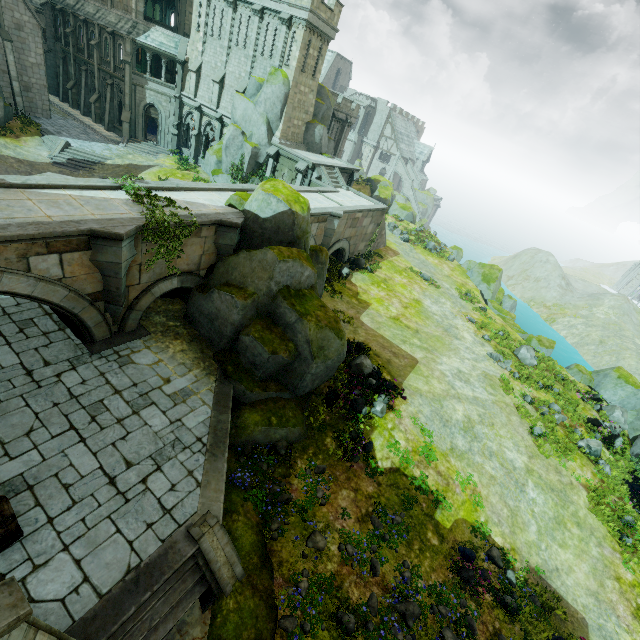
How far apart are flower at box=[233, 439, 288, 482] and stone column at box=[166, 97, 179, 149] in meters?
36.0

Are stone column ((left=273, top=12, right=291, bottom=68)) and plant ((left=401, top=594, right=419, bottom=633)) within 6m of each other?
no

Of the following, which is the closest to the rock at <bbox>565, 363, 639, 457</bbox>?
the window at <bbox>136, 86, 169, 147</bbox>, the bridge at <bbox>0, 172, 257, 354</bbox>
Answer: the bridge at <bbox>0, 172, 257, 354</bbox>

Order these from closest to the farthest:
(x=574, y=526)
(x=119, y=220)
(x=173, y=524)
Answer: (x=173, y=524) < (x=119, y=220) < (x=574, y=526)

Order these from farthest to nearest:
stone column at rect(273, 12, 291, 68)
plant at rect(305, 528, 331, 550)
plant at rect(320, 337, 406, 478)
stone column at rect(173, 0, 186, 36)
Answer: stone column at rect(173, 0, 186, 36) < stone column at rect(273, 12, 291, 68) < plant at rect(320, 337, 406, 478) < plant at rect(305, 528, 331, 550)

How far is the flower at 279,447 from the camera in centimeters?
1192cm

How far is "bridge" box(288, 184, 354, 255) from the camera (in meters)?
20.81

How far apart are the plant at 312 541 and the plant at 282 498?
0.59m
